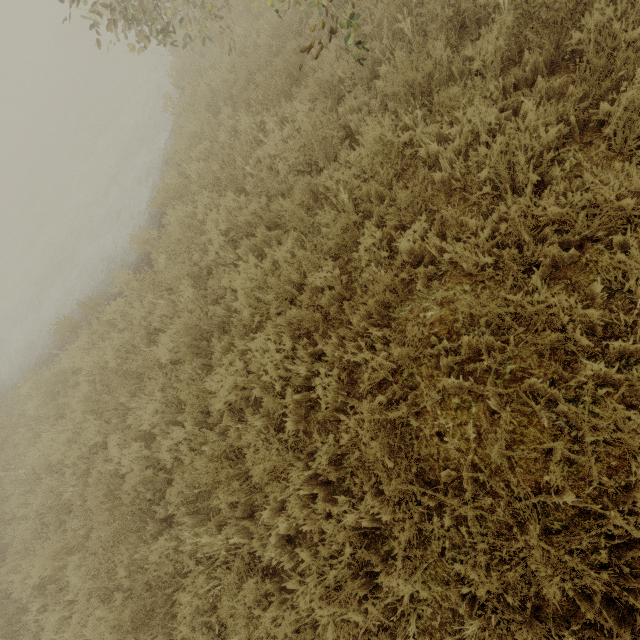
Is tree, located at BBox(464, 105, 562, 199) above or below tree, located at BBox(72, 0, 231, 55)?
below

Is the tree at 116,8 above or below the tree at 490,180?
above

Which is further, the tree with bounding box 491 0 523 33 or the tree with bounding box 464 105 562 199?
the tree with bounding box 491 0 523 33

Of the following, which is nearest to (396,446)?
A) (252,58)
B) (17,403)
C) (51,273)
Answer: (252,58)

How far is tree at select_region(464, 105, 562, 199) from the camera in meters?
2.7 m
